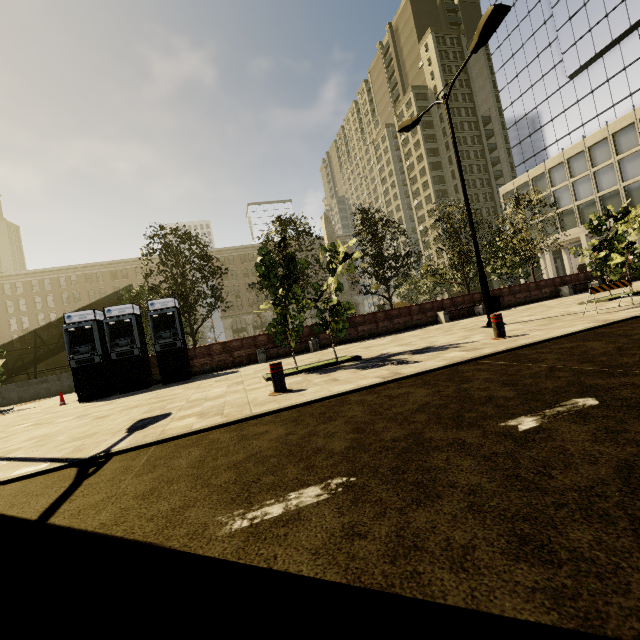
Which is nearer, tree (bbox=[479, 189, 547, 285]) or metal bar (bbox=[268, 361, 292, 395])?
metal bar (bbox=[268, 361, 292, 395])

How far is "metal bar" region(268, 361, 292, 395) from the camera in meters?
5.7

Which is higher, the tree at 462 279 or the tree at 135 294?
the tree at 135 294

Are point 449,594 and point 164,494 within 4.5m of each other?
yes

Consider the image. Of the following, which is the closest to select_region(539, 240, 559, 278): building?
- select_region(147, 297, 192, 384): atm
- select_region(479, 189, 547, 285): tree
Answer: select_region(479, 189, 547, 285): tree

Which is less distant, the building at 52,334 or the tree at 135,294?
the tree at 135,294

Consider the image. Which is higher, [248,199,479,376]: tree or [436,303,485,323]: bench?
[248,199,479,376]: tree

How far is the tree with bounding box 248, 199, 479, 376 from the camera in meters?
7.9
